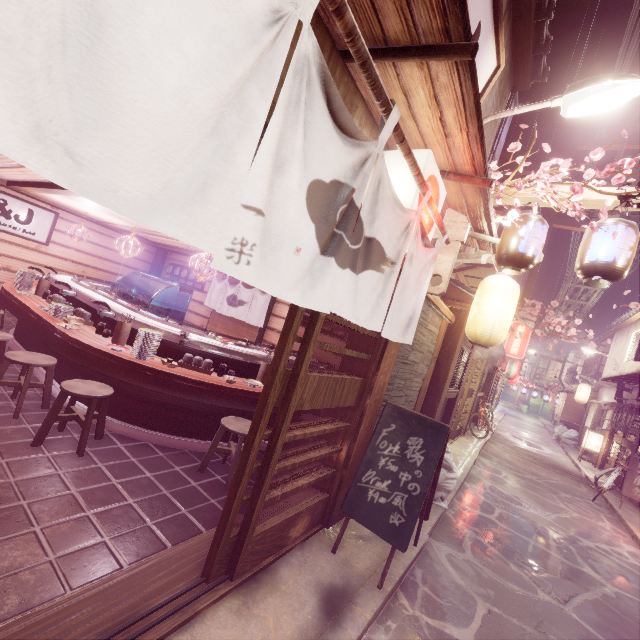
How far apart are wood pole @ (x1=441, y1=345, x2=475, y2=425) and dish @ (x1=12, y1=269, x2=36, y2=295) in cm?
1661

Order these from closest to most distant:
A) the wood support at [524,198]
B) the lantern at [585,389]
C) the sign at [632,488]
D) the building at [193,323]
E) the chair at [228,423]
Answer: the chair at [228,423] < the wood support at [524,198] < the sign at [632,488] < the building at [193,323] < the lantern at [585,389]

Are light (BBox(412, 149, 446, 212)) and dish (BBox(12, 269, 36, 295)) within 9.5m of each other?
no

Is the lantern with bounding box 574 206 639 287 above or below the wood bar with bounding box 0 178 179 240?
above

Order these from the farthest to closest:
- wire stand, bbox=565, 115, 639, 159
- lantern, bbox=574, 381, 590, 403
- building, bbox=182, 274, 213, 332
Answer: lantern, bbox=574, 381, 590, 403 < building, bbox=182, 274, 213, 332 < wire stand, bbox=565, 115, 639, 159

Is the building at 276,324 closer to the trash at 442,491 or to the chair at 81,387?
the chair at 81,387

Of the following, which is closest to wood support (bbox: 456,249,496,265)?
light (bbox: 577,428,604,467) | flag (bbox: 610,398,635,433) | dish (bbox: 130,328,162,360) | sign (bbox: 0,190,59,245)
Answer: dish (bbox: 130,328,162,360)

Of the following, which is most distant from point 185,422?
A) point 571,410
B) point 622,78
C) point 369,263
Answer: point 571,410
